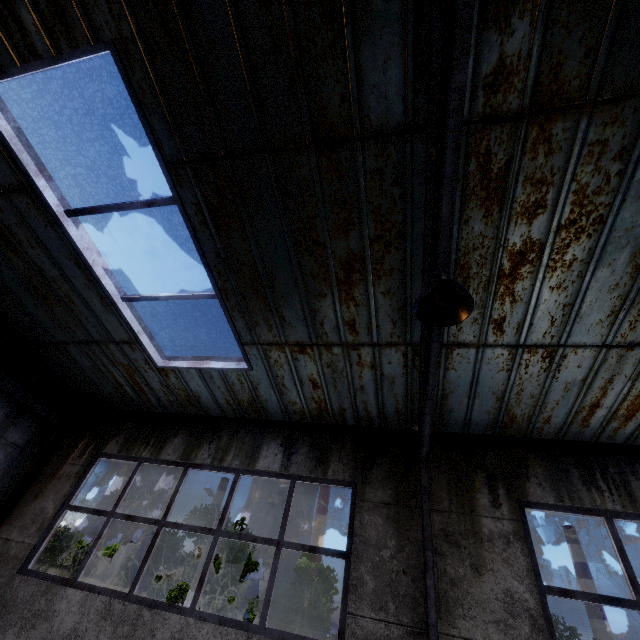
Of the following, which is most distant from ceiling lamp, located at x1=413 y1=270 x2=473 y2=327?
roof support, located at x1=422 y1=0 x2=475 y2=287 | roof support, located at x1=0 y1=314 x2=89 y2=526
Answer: roof support, located at x1=0 y1=314 x2=89 y2=526

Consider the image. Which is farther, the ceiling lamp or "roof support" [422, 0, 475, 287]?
the ceiling lamp

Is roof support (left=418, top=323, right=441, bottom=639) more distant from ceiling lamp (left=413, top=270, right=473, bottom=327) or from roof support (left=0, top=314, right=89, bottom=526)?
roof support (left=0, top=314, right=89, bottom=526)

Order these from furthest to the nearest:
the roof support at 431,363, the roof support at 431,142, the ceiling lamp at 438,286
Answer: the roof support at 431,363 < the ceiling lamp at 438,286 < the roof support at 431,142

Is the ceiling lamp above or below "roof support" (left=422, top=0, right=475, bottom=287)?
below

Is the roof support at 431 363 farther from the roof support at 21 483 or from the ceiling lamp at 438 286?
the roof support at 21 483

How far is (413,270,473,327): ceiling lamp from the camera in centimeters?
236cm

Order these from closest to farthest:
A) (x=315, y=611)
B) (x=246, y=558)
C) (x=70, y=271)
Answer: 1. (x=70, y=271)
2. (x=315, y=611)
3. (x=246, y=558)
